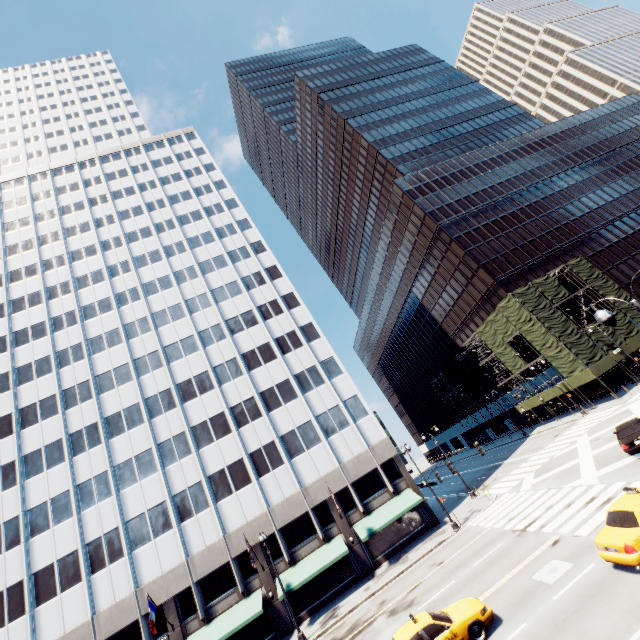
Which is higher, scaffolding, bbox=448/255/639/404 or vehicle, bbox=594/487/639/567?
scaffolding, bbox=448/255/639/404

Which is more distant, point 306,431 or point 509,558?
point 306,431

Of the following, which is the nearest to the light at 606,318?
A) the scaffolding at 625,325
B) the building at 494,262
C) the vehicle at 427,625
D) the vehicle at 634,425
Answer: the vehicle at 427,625

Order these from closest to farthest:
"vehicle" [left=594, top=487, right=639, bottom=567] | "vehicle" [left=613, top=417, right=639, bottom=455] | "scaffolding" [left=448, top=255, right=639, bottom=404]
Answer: "vehicle" [left=594, top=487, right=639, bottom=567] < "vehicle" [left=613, top=417, right=639, bottom=455] < "scaffolding" [left=448, top=255, right=639, bottom=404]

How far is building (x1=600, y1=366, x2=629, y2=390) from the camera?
38.8m

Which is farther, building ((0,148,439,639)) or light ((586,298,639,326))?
building ((0,148,439,639))

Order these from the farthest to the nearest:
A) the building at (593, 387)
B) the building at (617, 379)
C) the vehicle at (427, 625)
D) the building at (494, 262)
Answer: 1. the building at (494, 262)
2. the building at (593, 387)
3. the building at (617, 379)
4. the vehicle at (427, 625)
